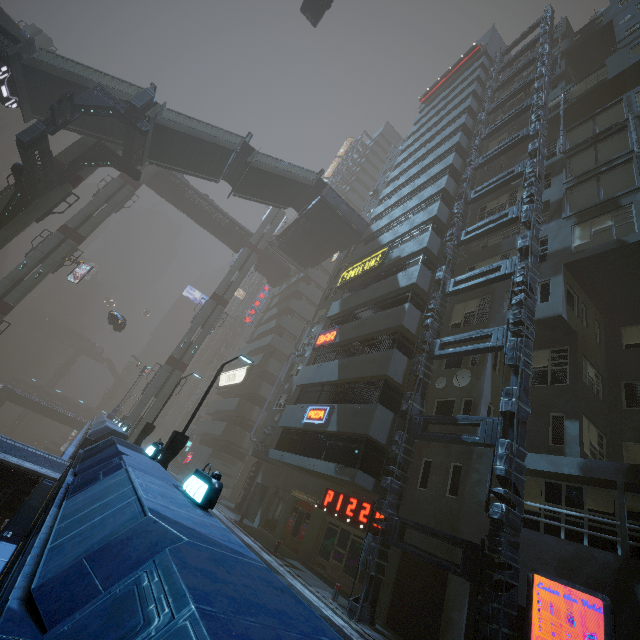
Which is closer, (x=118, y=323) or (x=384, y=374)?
(x=384, y=374)

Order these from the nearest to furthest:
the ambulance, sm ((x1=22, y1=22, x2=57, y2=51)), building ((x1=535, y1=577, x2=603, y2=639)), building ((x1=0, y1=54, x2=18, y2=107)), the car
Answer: building ((x1=535, y1=577, x2=603, y2=639)) → building ((x1=0, y1=54, x2=18, y2=107)) → the ambulance → the car → sm ((x1=22, y1=22, x2=57, y2=51))

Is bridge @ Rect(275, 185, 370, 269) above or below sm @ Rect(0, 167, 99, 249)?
above

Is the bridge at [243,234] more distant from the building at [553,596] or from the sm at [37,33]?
the building at [553,596]

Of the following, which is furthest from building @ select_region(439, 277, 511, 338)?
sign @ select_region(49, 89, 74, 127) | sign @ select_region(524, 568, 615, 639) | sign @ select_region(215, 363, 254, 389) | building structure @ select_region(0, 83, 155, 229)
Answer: sign @ select_region(49, 89, 74, 127)

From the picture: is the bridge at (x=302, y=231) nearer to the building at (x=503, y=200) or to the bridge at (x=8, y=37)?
the building at (x=503, y=200)

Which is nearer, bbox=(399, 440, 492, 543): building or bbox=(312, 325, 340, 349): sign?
Answer: bbox=(399, 440, 492, 543): building

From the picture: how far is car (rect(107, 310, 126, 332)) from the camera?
31.7m
